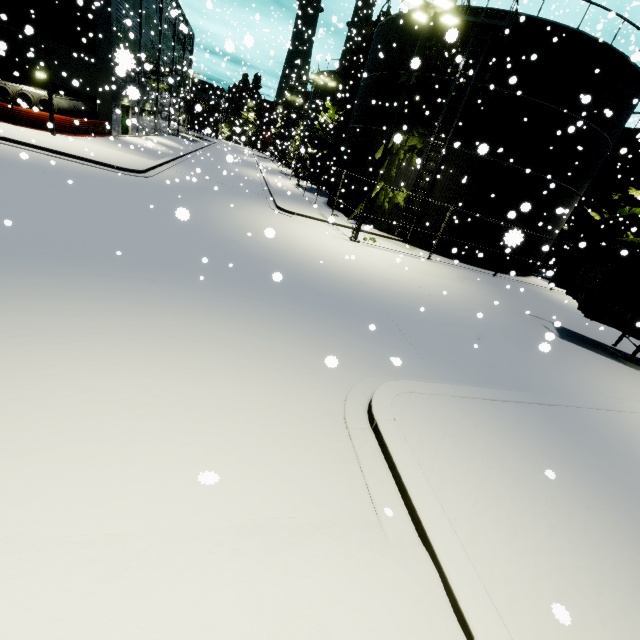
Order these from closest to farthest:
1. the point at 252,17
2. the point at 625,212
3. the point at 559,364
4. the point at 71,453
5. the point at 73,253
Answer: the point at 71,453 < the point at 73,253 < the point at 559,364 < the point at 625,212 < the point at 252,17

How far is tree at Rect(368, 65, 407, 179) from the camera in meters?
19.6 m

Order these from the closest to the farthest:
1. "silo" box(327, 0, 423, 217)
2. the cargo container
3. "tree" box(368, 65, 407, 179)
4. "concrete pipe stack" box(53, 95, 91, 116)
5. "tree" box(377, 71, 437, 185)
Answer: the cargo container, "tree" box(377, 71, 437, 185), "silo" box(327, 0, 423, 217), "tree" box(368, 65, 407, 179), "concrete pipe stack" box(53, 95, 91, 116)

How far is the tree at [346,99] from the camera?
28.92m

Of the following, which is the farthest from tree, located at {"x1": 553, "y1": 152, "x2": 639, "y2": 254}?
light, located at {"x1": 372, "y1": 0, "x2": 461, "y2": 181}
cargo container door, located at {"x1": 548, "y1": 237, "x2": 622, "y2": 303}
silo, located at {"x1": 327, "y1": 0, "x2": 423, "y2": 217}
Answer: cargo container door, located at {"x1": 548, "y1": 237, "x2": 622, "y2": 303}
